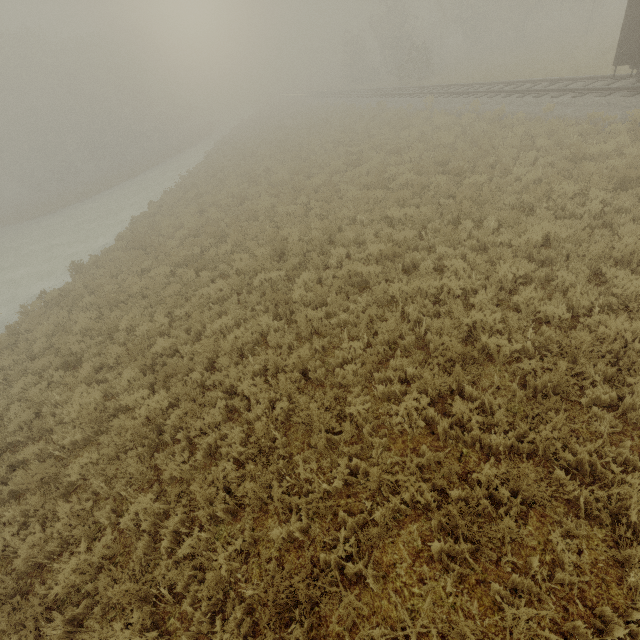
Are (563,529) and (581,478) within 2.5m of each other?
yes

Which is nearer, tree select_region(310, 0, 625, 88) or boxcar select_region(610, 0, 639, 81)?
boxcar select_region(610, 0, 639, 81)

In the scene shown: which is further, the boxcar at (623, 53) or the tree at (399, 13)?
the tree at (399, 13)
